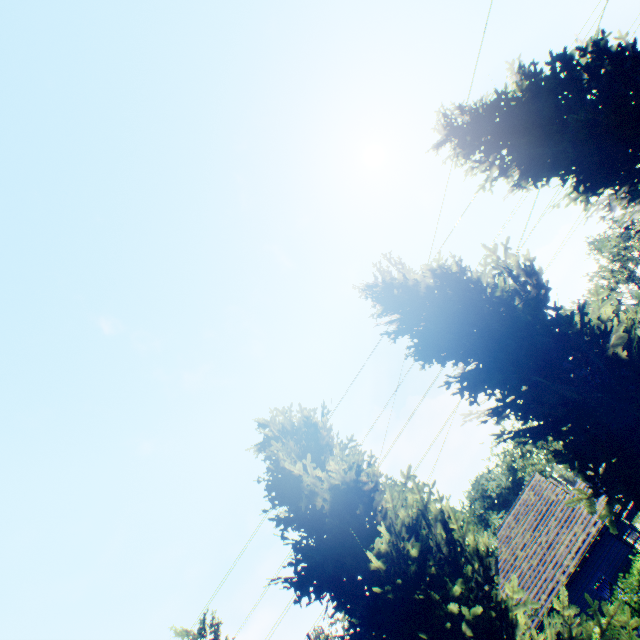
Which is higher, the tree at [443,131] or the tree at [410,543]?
the tree at [443,131]

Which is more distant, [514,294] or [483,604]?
[514,294]

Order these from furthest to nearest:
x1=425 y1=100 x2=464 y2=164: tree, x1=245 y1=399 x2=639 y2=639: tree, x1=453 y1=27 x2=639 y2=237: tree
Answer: x1=425 y1=100 x2=464 y2=164: tree → x1=453 y1=27 x2=639 y2=237: tree → x1=245 y1=399 x2=639 y2=639: tree

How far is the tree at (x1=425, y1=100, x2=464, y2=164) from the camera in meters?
9.8

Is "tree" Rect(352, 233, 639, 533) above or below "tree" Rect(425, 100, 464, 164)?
below

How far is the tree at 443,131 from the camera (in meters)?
9.81

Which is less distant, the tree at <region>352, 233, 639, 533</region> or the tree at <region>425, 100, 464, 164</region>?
the tree at <region>352, 233, 639, 533</region>
